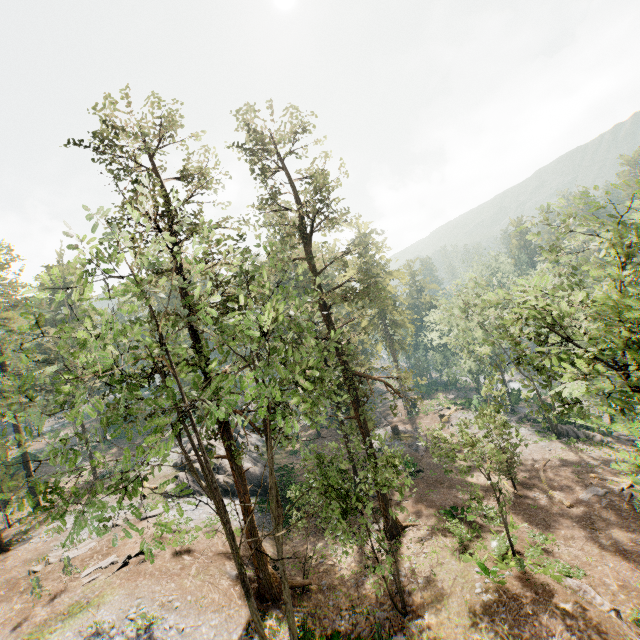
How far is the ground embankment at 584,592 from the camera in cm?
1498

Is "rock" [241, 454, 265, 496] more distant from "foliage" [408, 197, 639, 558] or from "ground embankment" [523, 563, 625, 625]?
"ground embankment" [523, 563, 625, 625]

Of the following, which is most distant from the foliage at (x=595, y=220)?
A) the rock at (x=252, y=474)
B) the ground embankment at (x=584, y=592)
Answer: the rock at (x=252, y=474)

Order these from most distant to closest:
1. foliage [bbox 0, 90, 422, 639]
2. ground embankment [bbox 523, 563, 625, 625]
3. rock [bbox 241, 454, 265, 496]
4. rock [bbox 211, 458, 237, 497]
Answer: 1. rock [bbox 241, 454, 265, 496]
2. rock [bbox 211, 458, 237, 497]
3. ground embankment [bbox 523, 563, 625, 625]
4. foliage [bbox 0, 90, 422, 639]

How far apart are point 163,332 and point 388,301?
40.0 meters

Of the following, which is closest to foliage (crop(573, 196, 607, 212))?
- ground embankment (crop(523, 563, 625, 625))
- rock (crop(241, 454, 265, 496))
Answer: ground embankment (crop(523, 563, 625, 625))
